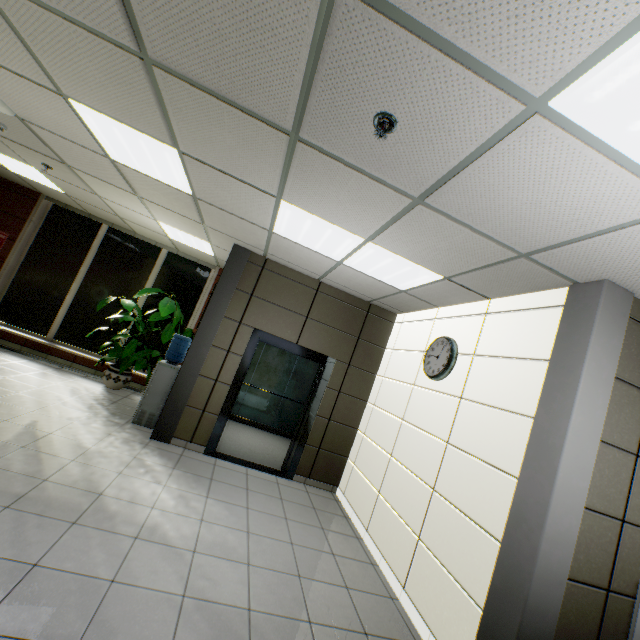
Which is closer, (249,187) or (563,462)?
(563,462)

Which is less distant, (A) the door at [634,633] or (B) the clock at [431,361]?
(A) the door at [634,633]

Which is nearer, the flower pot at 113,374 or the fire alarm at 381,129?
the fire alarm at 381,129

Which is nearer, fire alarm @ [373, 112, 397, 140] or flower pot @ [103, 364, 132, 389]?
fire alarm @ [373, 112, 397, 140]

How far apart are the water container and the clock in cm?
379

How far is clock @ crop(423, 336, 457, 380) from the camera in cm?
382

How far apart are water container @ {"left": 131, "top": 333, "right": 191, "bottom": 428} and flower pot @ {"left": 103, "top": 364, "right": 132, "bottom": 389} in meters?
1.4 m

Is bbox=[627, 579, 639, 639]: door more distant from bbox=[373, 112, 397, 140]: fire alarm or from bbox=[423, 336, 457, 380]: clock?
bbox=[373, 112, 397, 140]: fire alarm
